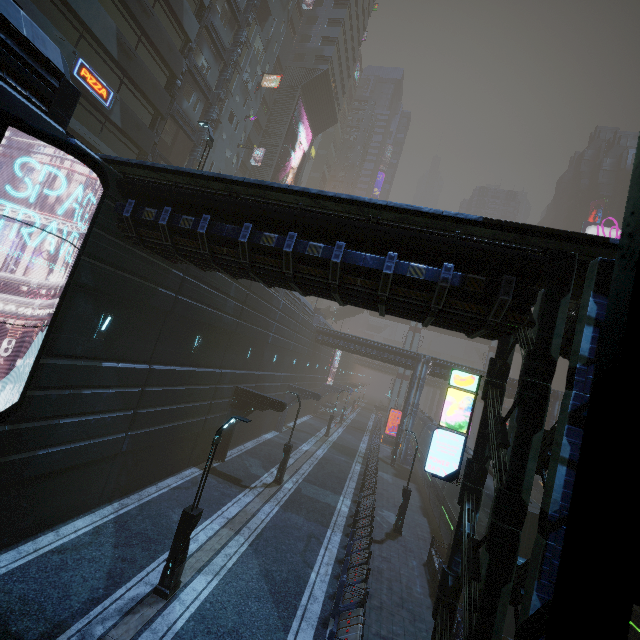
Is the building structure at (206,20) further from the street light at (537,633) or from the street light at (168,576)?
the street light at (537,633)

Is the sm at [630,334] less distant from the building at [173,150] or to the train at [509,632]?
the building at [173,150]

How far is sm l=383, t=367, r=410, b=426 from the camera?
57.58m

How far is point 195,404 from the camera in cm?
1739

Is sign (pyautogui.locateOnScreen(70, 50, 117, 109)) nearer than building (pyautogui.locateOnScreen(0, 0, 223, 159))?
No

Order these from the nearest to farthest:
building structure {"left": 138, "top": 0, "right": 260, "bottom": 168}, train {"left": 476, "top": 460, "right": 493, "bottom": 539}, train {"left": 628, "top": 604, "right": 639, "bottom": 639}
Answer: train {"left": 628, "top": 604, "right": 639, "bottom": 639} < train {"left": 476, "top": 460, "right": 493, "bottom": 539} < building structure {"left": 138, "top": 0, "right": 260, "bottom": 168}

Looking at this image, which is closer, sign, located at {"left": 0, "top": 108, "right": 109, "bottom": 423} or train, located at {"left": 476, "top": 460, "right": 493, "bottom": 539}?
sign, located at {"left": 0, "top": 108, "right": 109, "bottom": 423}
